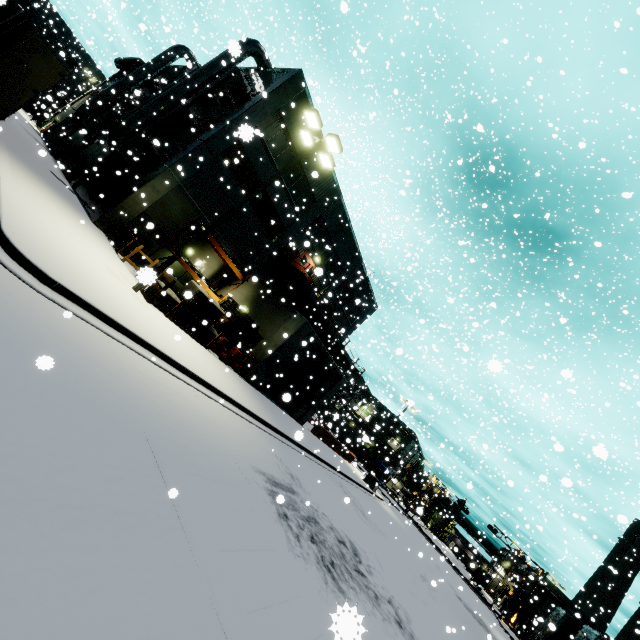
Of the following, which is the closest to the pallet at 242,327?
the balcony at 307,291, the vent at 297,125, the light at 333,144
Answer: the light at 333,144

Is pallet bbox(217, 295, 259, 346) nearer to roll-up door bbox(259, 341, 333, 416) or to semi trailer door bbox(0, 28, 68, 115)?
roll-up door bbox(259, 341, 333, 416)

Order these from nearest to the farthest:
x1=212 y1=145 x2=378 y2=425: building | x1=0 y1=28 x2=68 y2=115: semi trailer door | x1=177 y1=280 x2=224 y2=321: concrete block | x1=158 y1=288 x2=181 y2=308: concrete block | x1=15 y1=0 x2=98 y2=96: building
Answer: x1=0 y1=28 x2=68 y2=115: semi trailer door, x1=158 y1=288 x2=181 y2=308: concrete block, x1=177 y1=280 x2=224 y2=321: concrete block, x1=212 y1=145 x2=378 y2=425: building, x1=15 y1=0 x2=98 y2=96: building

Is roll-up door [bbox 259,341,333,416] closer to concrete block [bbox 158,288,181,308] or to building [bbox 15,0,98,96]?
building [bbox 15,0,98,96]

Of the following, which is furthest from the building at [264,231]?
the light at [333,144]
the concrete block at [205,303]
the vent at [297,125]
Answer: the light at [333,144]

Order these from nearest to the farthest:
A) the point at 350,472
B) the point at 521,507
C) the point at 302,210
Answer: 1. the point at 521,507
2. the point at 302,210
3. the point at 350,472

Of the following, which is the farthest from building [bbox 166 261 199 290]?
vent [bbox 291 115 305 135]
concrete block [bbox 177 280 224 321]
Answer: concrete block [bbox 177 280 224 321]

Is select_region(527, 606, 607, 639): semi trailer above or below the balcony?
below
